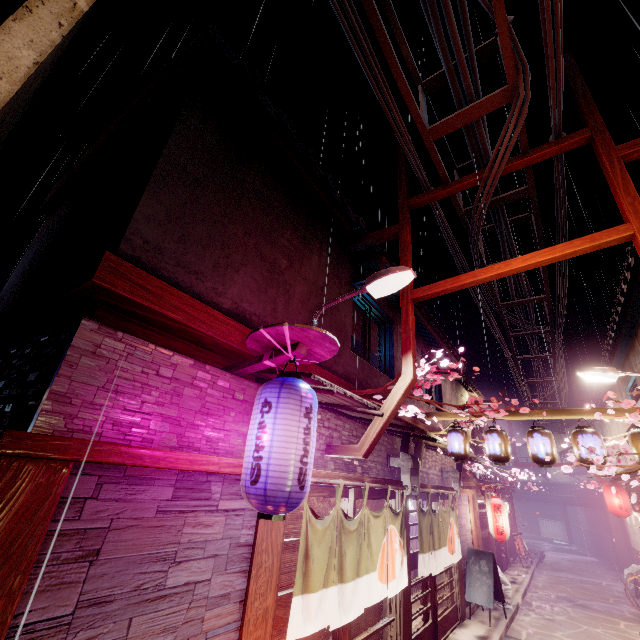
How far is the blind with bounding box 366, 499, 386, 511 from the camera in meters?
10.4 m

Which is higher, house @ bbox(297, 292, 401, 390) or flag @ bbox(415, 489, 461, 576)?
house @ bbox(297, 292, 401, 390)

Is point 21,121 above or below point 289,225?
above

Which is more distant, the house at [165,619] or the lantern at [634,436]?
the lantern at [634,436]

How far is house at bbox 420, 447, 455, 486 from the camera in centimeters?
1519cm

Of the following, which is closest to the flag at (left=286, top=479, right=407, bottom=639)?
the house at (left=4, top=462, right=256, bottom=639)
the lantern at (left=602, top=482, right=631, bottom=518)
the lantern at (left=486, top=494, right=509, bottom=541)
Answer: the house at (left=4, top=462, right=256, bottom=639)

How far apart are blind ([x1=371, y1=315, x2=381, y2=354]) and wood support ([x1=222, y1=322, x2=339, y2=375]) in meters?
6.7

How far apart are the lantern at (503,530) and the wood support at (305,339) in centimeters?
1797cm
